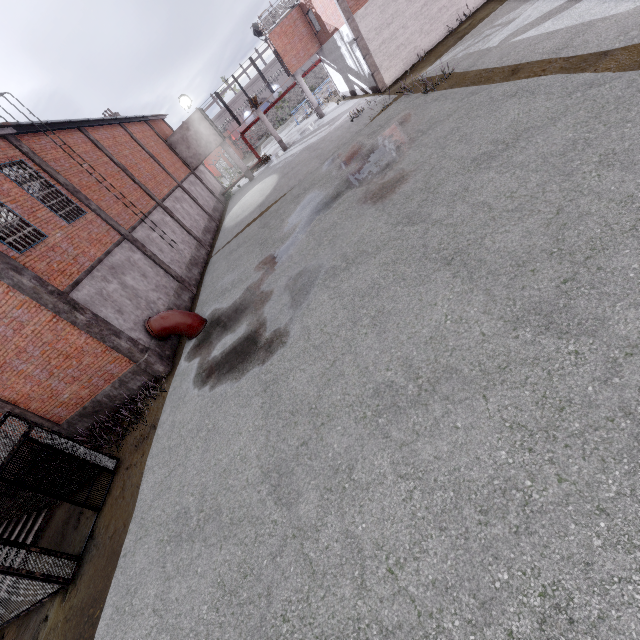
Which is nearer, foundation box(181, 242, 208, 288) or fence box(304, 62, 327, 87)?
foundation box(181, 242, 208, 288)

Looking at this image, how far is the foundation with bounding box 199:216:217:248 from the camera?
22.0m

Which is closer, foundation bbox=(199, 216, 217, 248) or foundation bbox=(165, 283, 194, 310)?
foundation bbox=(165, 283, 194, 310)

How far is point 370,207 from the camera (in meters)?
10.10

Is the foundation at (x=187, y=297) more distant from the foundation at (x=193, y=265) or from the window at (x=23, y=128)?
the window at (x=23, y=128)

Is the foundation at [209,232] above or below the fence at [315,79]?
below

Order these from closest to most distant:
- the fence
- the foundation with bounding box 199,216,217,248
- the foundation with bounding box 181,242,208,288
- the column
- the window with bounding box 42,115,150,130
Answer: the column < the window with bounding box 42,115,150,130 < the foundation with bounding box 181,242,208,288 < the foundation with bounding box 199,216,217,248 < the fence

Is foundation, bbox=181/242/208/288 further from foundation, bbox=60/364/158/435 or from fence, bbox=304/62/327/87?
fence, bbox=304/62/327/87
